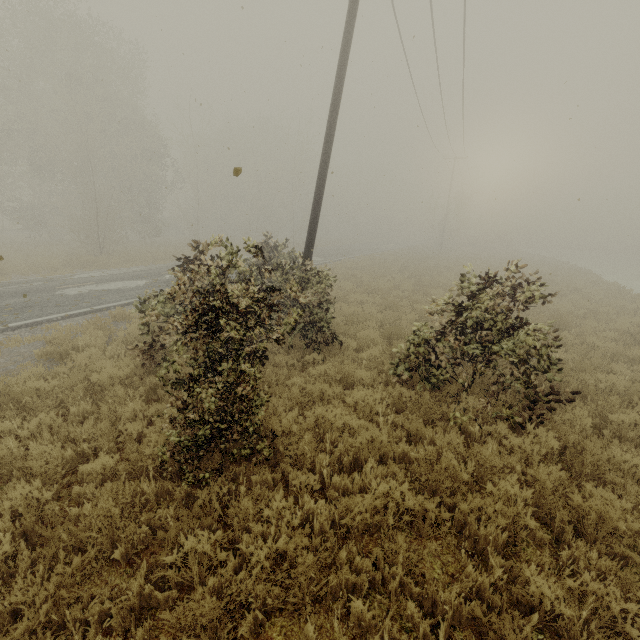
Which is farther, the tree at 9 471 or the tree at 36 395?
the tree at 36 395

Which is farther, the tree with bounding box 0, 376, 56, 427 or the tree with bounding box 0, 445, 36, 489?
the tree with bounding box 0, 376, 56, 427

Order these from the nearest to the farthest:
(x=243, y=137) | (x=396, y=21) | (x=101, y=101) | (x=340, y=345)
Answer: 1. (x=340, y=345)
2. (x=396, y=21)
3. (x=101, y=101)
4. (x=243, y=137)
